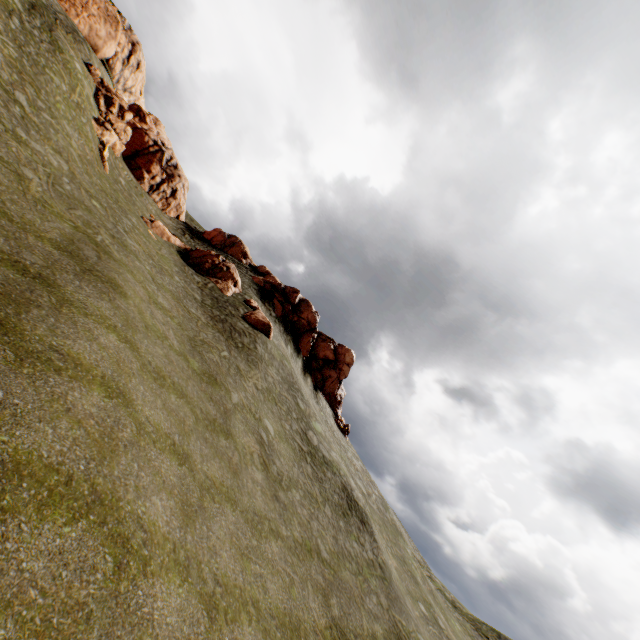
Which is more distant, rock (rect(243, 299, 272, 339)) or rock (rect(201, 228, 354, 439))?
rock (rect(201, 228, 354, 439))

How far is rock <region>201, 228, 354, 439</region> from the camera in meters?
38.5 m

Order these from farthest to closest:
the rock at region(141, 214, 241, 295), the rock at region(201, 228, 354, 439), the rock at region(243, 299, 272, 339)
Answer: the rock at region(201, 228, 354, 439)
the rock at region(141, 214, 241, 295)
the rock at region(243, 299, 272, 339)

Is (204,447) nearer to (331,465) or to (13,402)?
(13,402)

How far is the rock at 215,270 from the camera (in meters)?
28.06
